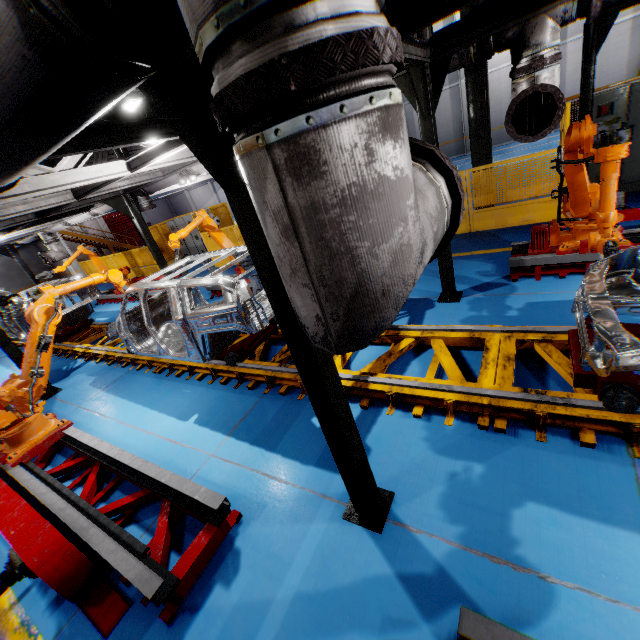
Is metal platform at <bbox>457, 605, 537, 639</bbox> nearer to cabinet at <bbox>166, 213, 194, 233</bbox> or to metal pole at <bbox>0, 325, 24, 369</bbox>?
metal pole at <bbox>0, 325, 24, 369</bbox>

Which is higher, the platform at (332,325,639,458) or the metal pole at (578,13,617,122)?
the metal pole at (578,13,617,122)

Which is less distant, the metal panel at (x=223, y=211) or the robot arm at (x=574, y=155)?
the robot arm at (x=574, y=155)

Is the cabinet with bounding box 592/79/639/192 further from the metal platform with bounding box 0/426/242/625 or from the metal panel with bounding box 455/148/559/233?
the metal platform with bounding box 0/426/242/625

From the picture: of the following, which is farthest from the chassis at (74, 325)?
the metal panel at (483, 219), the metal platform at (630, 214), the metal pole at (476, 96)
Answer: the metal pole at (476, 96)

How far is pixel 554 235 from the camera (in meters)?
5.10

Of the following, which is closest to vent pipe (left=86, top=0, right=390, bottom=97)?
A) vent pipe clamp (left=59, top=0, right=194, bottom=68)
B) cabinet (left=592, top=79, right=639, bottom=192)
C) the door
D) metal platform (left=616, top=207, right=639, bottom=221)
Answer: vent pipe clamp (left=59, top=0, right=194, bottom=68)

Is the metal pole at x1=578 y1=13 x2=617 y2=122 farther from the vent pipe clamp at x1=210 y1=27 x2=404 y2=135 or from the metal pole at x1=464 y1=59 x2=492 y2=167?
the vent pipe clamp at x1=210 y1=27 x2=404 y2=135
